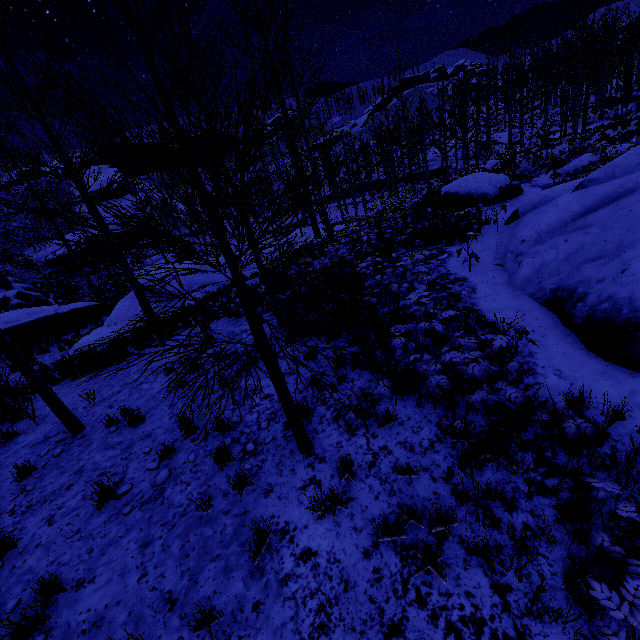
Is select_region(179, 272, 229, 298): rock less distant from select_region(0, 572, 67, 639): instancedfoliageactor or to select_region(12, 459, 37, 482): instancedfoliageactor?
select_region(12, 459, 37, 482): instancedfoliageactor

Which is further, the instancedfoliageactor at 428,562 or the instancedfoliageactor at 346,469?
the instancedfoliageactor at 346,469

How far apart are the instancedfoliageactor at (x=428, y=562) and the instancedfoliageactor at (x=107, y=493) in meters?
4.4

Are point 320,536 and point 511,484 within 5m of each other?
yes

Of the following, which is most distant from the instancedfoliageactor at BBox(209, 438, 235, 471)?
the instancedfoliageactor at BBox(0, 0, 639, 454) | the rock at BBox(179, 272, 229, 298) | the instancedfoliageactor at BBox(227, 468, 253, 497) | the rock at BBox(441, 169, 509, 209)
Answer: the rock at BBox(441, 169, 509, 209)

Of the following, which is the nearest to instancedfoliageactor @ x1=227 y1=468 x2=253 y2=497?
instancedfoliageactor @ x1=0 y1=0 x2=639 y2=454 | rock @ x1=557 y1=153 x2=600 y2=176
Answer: instancedfoliageactor @ x1=0 y1=0 x2=639 y2=454

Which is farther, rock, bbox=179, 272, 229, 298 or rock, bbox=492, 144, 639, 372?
rock, bbox=179, 272, 229, 298

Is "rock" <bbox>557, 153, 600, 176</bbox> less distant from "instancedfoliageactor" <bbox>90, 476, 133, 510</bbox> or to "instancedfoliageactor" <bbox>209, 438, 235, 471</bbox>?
"instancedfoliageactor" <bbox>209, 438, 235, 471</bbox>
